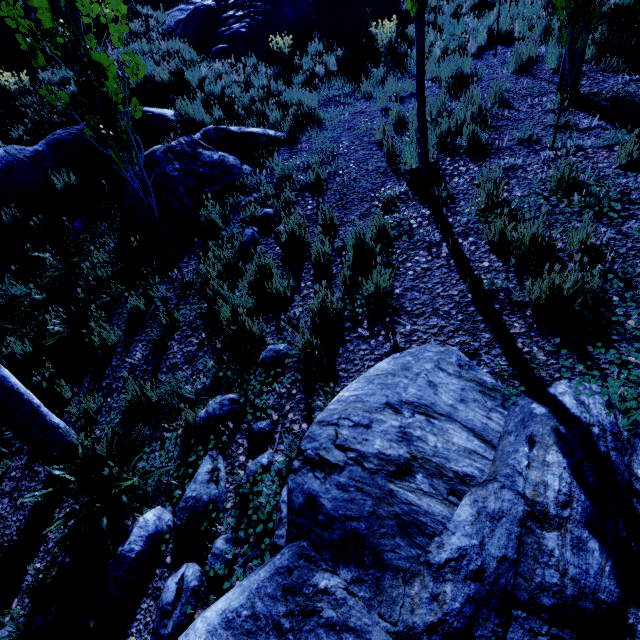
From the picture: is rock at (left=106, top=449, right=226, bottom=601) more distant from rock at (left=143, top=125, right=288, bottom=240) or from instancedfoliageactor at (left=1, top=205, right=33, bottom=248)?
rock at (left=143, top=125, right=288, bottom=240)

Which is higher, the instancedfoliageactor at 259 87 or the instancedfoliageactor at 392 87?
the instancedfoliageactor at 259 87

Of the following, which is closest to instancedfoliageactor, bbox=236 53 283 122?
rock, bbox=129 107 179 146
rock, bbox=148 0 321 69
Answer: rock, bbox=129 107 179 146

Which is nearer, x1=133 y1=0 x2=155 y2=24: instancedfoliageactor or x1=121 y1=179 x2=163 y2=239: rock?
x1=121 y1=179 x2=163 y2=239: rock

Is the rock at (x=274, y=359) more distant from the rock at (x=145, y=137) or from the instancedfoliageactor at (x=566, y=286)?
the rock at (x=145, y=137)

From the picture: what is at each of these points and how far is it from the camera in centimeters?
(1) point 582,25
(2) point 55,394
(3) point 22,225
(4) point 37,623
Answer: (1) instancedfoliageactor, 344cm
(2) instancedfoliageactor, 397cm
(3) instancedfoliageactor, 639cm
(4) instancedfoliageactor, 242cm

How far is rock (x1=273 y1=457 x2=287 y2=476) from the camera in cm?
249

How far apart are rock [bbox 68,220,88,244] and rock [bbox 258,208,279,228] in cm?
333
